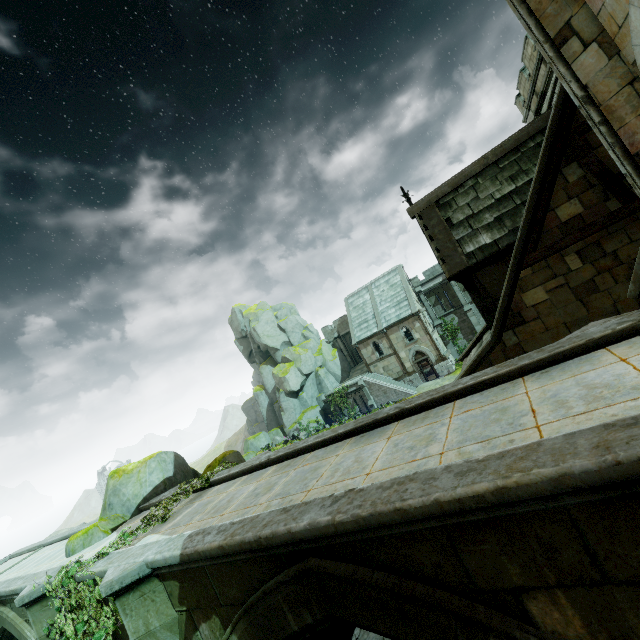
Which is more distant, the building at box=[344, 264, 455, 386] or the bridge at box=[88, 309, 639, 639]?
the building at box=[344, 264, 455, 386]

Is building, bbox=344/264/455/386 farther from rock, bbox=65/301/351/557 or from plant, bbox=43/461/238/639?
plant, bbox=43/461/238/639

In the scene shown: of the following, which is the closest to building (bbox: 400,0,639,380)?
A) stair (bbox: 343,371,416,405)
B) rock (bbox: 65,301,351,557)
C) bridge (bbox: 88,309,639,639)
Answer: bridge (bbox: 88,309,639,639)

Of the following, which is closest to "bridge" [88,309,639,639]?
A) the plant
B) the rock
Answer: the plant

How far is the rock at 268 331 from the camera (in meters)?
12.59

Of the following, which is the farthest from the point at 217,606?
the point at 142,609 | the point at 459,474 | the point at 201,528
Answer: the point at 459,474

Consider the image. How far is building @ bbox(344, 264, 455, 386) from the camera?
34.9m

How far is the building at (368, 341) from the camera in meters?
34.9
